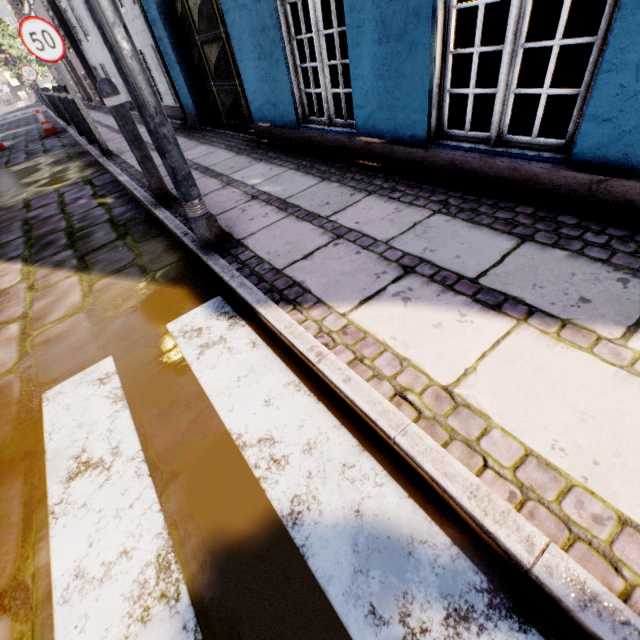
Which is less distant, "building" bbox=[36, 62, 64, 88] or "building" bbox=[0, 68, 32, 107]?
"building" bbox=[36, 62, 64, 88]

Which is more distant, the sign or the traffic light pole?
the sign

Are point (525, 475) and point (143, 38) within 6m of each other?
no

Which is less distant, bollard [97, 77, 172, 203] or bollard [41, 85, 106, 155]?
bollard [97, 77, 172, 203]

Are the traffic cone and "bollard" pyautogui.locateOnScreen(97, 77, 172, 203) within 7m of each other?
no

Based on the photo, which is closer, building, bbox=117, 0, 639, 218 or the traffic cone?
building, bbox=117, 0, 639, 218

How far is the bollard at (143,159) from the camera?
2.9m

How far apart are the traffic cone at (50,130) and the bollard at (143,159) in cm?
1156
